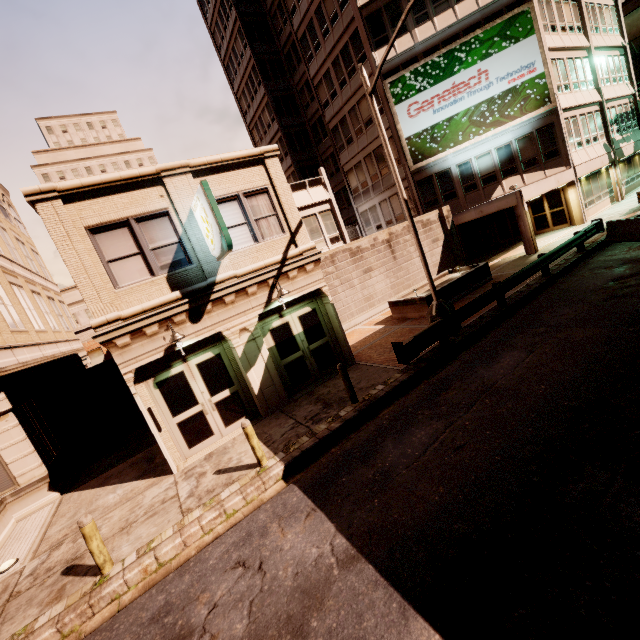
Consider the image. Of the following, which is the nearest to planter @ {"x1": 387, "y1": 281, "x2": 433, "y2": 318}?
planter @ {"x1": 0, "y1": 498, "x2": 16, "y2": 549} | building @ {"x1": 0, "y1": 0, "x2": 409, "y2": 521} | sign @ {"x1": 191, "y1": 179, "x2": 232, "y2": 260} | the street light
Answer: the street light

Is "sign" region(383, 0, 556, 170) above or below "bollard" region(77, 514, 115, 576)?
above

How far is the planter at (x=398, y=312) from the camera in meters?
14.5 m

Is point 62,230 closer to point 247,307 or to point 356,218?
point 247,307

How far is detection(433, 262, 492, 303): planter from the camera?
15.0m

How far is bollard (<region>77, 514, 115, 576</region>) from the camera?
6.1m

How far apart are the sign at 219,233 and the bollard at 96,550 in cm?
649

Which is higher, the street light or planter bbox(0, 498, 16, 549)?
the street light
